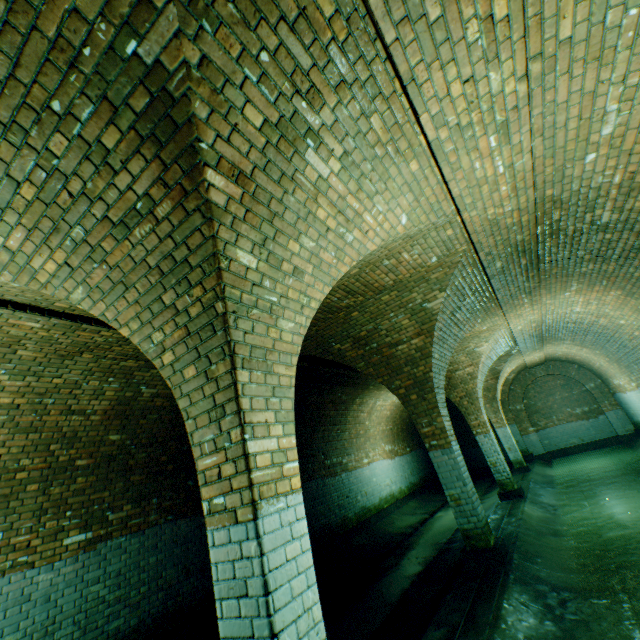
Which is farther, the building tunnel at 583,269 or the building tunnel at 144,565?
the building tunnel at 144,565

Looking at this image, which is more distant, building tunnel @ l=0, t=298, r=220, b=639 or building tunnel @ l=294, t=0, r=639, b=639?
building tunnel @ l=0, t=298, r=220, b=639

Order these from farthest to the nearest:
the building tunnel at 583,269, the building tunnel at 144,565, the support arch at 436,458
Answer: the building tunnel at 144,565, the building tunnel at 583,269, the support arch at 436,458

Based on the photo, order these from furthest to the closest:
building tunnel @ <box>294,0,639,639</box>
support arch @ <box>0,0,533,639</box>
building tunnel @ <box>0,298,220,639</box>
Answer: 1. building tunnel @ <box>0,298,220,639</box>
2. building tunnel @ <box>294,0,639,639</box>
3. support arch @ <box>0,0,533,639</box>

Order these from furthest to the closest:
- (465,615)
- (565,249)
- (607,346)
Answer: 1. (607,346)
2. (565,249)
3. (465,615)

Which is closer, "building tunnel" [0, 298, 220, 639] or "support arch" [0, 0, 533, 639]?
"support arch" [0, 0, 533, 639]
